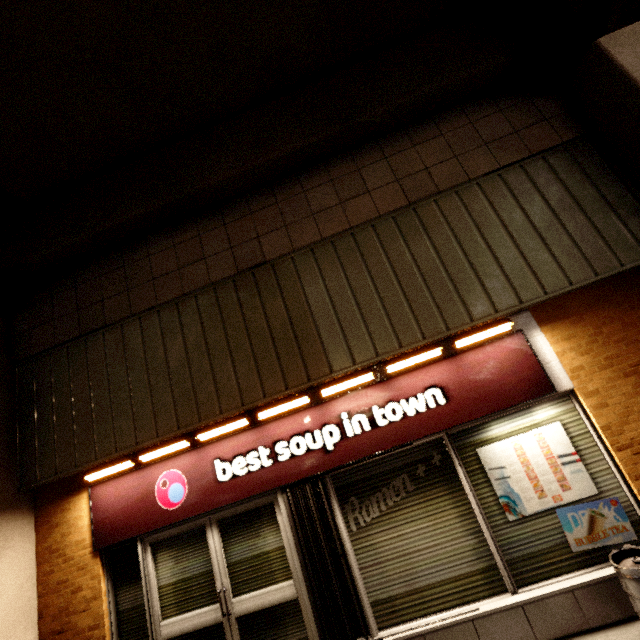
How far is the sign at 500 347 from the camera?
3.68m

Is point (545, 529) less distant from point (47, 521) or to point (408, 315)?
point (408, 315)

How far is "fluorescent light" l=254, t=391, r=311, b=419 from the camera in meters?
3.9

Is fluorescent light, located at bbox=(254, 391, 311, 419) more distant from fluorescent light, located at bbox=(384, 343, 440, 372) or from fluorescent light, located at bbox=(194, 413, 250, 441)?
fluorescent light, located at bbox=(384, 343, 440, 372)

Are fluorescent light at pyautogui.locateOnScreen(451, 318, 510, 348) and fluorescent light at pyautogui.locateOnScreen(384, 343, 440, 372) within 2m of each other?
yes

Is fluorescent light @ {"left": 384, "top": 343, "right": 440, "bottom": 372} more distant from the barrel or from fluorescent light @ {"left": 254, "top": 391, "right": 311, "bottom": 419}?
the barrel

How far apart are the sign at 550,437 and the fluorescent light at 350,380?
1.39m

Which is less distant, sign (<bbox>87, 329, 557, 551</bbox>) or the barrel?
the barrel
